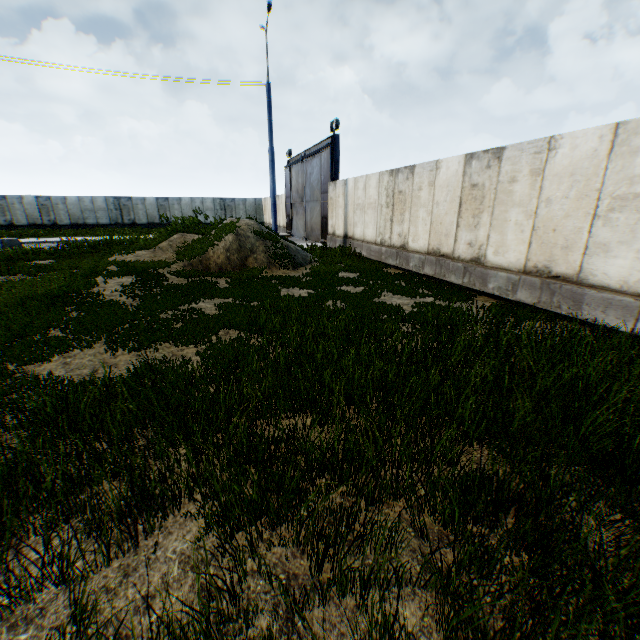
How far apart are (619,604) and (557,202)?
7.4m

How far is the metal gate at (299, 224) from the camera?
18.6m

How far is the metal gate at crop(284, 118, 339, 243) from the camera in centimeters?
1864cm
